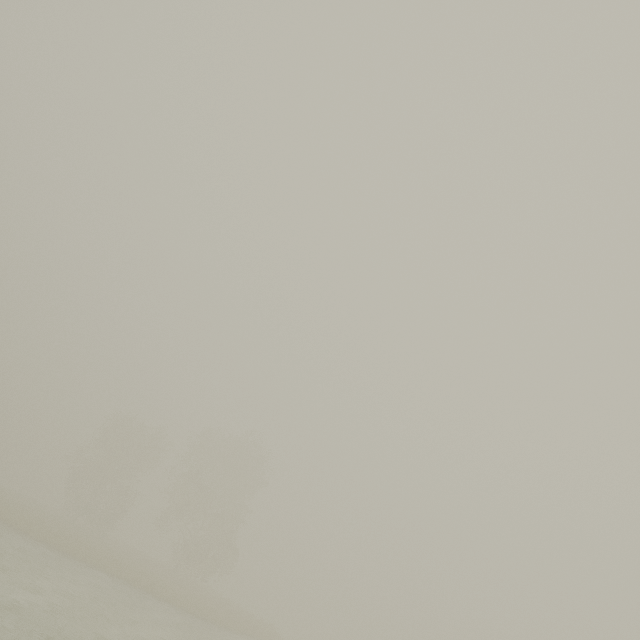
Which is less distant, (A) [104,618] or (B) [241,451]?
(A) [104,618]
